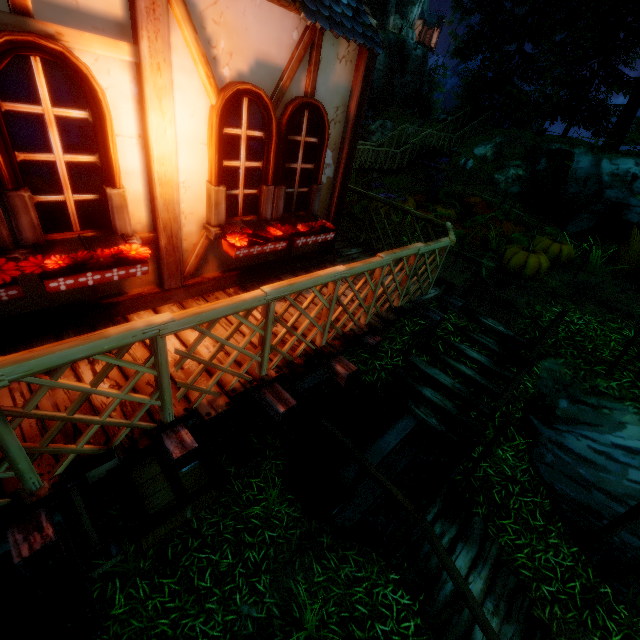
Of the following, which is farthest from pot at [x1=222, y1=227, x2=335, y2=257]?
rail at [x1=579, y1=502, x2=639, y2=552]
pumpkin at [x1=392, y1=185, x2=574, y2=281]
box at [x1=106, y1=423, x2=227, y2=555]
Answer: pumpkin at [x1=392, y1=185, x2=574, y2=281]

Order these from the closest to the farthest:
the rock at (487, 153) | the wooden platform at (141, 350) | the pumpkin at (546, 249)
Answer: the wooden platform at (141, 350)
the pumpkin at (546, 249)
the rock at (487, 153)

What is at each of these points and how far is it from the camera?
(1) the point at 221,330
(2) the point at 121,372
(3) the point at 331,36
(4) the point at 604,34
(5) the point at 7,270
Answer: (1) wooden platform, 3.63m
(2) wooden platform, 2.96m
(3) building, 3.76m
(4) tree, 18.72m
(5) flower, 2.38m

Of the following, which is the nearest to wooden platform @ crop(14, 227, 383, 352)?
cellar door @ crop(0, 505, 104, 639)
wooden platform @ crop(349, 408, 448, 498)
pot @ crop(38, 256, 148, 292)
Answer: pot @ crop(38, 256, 148, 292)

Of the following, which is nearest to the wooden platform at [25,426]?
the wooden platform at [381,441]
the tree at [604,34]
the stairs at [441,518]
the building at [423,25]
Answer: the wooden platform at [381,441]

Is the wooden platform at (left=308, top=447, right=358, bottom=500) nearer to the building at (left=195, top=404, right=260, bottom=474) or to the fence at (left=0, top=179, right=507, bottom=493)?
the building at (left=195, top=404, right=260, bottom=474)

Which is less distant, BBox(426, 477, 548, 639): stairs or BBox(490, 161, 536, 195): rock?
BBox(426, 477, 548, 639): stairs

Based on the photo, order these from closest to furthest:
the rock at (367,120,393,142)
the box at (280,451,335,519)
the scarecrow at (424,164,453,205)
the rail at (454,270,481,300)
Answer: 1. the box at (280,451,335,519)
2. the rail at (454,270,481,300)
3. the scarecrow at (424,164,453,205)
4. the rock at (367,120,393,142)
